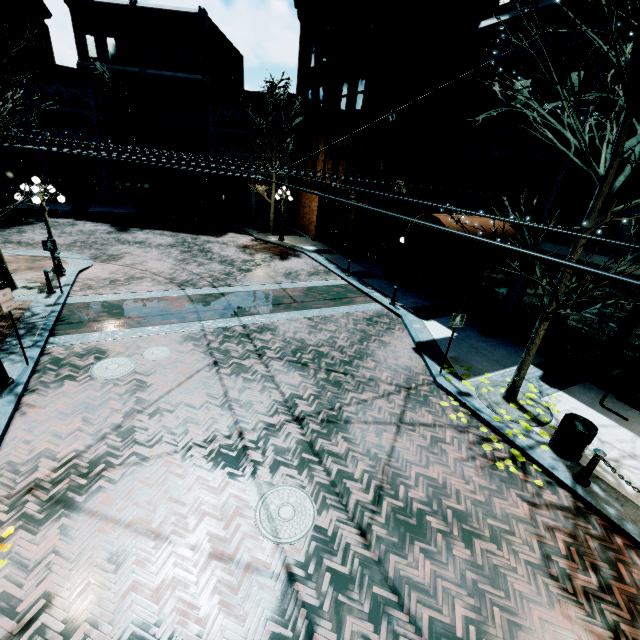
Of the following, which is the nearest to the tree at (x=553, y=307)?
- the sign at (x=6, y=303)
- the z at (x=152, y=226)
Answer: the z at (x=152, y=226)

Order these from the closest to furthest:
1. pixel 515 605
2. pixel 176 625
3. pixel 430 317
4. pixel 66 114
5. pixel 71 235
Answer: pixel 176 625 → pixel 515 605 → pixel 430 317 → pixel 71 235 → pixel 66 114

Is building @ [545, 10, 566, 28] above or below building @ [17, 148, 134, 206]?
above

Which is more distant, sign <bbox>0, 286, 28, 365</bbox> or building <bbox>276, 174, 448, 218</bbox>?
building <bbox>276, 174, 448, 218</bbox>

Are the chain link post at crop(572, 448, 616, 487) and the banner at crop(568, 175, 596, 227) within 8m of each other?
yes

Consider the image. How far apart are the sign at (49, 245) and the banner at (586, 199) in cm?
1610

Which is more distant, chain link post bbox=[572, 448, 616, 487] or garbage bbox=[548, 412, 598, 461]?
garbage bbox=[548, 412, 598, 461]

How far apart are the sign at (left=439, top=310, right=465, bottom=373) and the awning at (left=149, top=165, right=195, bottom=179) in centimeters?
2437cm
